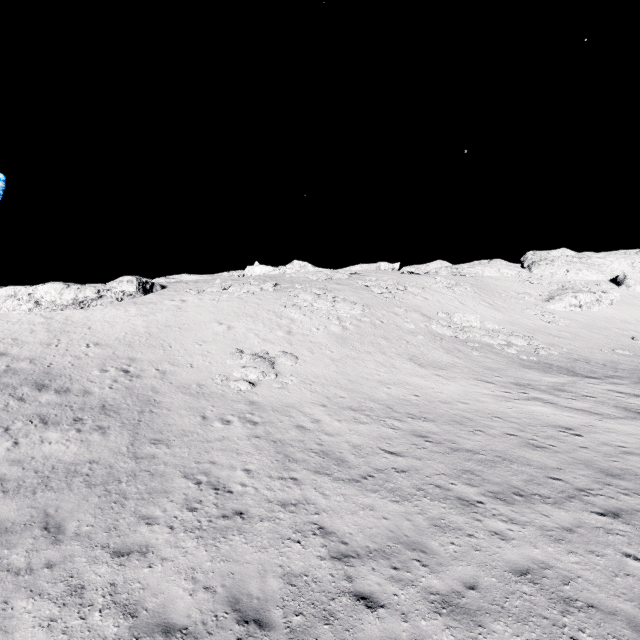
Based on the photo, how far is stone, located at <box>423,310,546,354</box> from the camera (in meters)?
26.97

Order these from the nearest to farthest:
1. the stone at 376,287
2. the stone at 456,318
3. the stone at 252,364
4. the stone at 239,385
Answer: the stone at 239,385 < the stone at 252,364 < the stone at 456,318 < the stone at 376,287

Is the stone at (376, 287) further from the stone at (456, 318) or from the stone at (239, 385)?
the stone at (239, 385)

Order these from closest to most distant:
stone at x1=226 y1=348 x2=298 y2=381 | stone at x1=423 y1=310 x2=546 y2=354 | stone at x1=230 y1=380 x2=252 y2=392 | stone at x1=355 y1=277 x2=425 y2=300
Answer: stone at x1=230 y1=380 x2=252 y2=392
stone at x1=226 y1=348 x2=298 y2=381
stone at x1=423 y1=310 x2=546 y2=354
stone at x1=355 y1=277 x2=425 y2=300

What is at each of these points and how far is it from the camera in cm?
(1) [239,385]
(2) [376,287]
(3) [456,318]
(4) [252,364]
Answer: (1) stone, 1688
(2) stone, 3656
(3) stone, 3091
(4) stone, 1927

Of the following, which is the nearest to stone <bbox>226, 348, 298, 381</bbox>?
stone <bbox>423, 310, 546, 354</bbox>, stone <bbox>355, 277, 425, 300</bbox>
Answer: stone <bbox>423, 310, 546, 354</bbox>

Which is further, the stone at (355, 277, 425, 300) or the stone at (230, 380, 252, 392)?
the stone at (355, 277, 425, 300)
